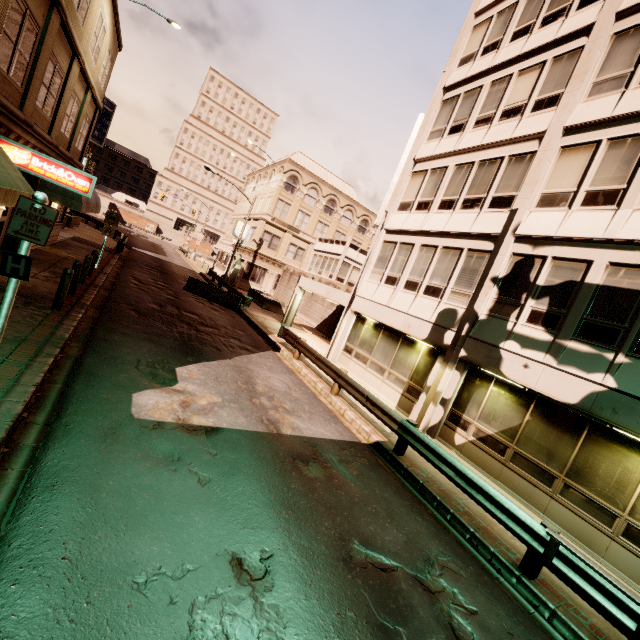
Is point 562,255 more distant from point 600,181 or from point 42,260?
point 42,260

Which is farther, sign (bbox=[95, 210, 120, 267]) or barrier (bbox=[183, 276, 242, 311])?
barrier (bbox=[183, 276, 242, 311])

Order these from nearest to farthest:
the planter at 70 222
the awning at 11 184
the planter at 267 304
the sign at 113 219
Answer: the awning at 11 184, the sign at 113 219, the planter at 70 222, the planter at 267 304

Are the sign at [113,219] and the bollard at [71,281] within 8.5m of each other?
yes

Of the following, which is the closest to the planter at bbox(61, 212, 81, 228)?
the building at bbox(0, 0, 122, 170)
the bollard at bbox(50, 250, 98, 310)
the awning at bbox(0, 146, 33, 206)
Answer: the building at bbox(0, 0, 122, 170)

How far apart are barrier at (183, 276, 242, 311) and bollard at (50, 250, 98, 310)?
10.5m

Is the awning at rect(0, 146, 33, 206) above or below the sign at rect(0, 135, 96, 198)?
below

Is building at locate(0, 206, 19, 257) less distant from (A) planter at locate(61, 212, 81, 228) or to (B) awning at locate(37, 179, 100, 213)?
(B) awning at locate(37, 179, 100, 213)
